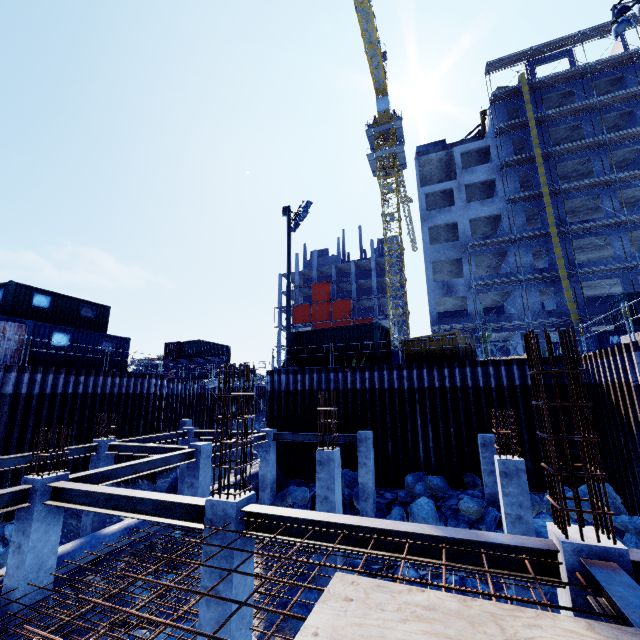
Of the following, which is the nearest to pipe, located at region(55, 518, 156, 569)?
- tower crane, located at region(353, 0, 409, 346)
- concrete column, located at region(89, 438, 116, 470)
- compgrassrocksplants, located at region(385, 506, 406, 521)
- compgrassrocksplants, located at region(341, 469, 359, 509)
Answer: concrete column, located at region(89, 438, 116, 470)

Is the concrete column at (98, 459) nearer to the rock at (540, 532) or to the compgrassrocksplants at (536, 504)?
the rock at (540, 532)

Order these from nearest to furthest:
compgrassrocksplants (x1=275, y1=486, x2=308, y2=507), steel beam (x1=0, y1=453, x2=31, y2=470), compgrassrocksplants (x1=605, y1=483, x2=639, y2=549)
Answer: compgrassrocksplants (x1=605, y1=483, x2=639, y2=549) < steel beam (x1=0, y1=453, x2=31, y2=470) < compgrassrocksplants (x1=275, y1=486, x2=308, y2=507)

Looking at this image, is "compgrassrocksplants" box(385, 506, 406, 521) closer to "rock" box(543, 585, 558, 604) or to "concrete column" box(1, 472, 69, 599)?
"rock" box(543, 585, 558, 604)

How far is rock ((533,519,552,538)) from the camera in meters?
9.2

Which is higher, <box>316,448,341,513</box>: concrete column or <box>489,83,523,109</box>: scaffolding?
<box>489,83,523,109</box>: scaffolding

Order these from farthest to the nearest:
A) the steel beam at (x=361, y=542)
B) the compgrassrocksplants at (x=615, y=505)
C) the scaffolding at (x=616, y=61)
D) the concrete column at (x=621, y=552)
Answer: the scaffolding at (x=616, y=61), the compgrassrocksplants at (x=615, y=505), the steel beam at (x=361, y=542), the concrete column at (x=621, y=552)

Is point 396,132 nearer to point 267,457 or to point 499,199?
point 499,199
